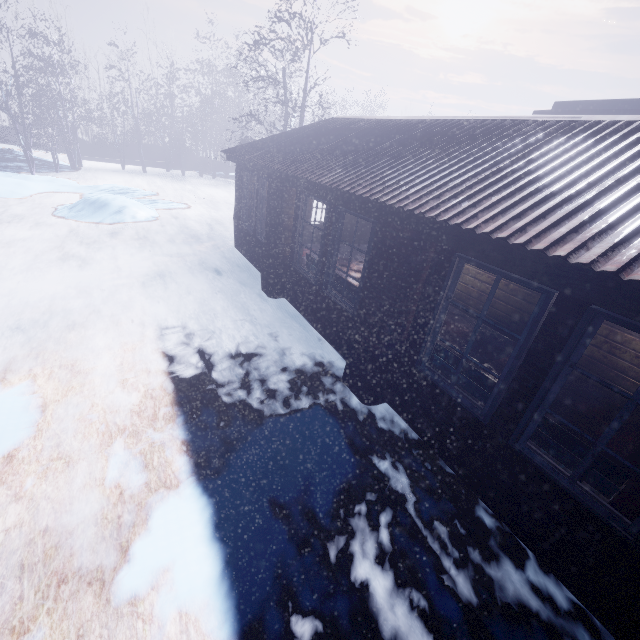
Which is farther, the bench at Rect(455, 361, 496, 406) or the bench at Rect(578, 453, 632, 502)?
the bench at Rect(455, 361, 496, 406)

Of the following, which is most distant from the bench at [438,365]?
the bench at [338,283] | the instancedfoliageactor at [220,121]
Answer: the instancedfoliageactor at [220,121]

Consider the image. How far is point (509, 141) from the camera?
3.5m

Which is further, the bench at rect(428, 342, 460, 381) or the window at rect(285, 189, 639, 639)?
the bench at rect(428, 342, 460, 381)

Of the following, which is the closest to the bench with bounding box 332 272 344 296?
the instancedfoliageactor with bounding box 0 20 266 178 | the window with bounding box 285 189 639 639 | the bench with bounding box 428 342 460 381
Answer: the window with bounding box 285 189 639 639

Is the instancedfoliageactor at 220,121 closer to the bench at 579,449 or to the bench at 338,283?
the bench at 338,283

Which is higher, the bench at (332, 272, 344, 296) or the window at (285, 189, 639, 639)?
the bench at (332, 272, 344, 296)

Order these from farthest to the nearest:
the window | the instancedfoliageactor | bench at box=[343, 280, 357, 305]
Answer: the instancedfoliageactor → bench at box=[343, 280, 357, 305] → the window
